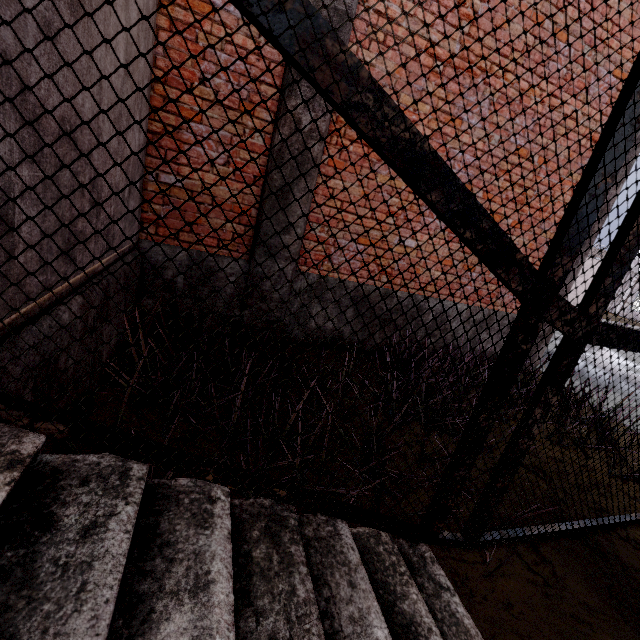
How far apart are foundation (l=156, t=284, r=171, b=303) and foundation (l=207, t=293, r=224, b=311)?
0.1 meters

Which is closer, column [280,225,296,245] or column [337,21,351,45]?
column [337,21,351,45]

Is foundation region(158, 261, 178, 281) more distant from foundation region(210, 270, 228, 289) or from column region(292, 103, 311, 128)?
column region(292, 103, 311, 128)

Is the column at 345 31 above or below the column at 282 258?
above

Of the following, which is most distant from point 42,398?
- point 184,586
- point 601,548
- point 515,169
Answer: point 515,169

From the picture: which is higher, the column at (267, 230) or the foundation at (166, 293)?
the column at (267, 230)

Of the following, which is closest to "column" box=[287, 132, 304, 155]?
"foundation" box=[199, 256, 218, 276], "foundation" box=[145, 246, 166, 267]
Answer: "foundation" box=[199, 256, 218, 276]
